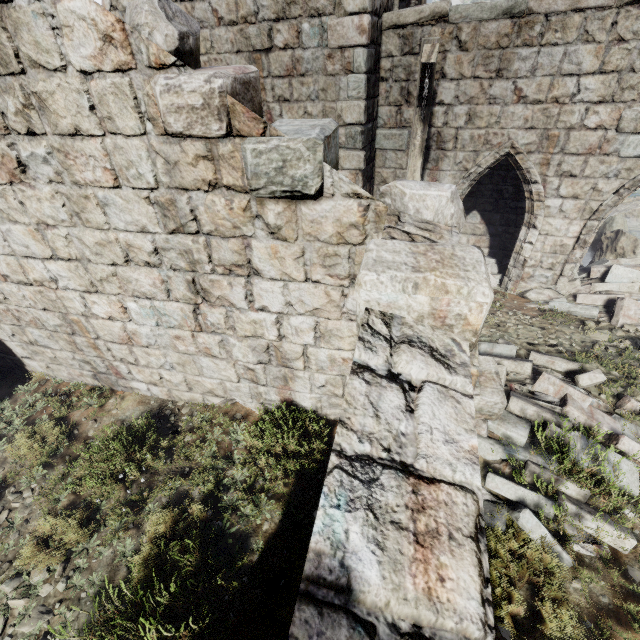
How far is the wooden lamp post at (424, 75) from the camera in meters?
4.3 m

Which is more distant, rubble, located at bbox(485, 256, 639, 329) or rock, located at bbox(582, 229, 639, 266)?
rock, located at bbox(582, 229, 639, 266)

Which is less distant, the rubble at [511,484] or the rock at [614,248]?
the rubble at [511,484]

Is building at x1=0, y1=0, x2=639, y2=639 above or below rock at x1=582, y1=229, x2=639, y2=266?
above

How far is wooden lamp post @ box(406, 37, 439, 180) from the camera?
4.3 meters

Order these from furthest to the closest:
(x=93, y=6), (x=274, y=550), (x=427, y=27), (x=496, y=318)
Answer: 1. (x=496, y=318)
2. (x=427, y=27)
3. (x=274, y=550)
4. (x=93, y=6)

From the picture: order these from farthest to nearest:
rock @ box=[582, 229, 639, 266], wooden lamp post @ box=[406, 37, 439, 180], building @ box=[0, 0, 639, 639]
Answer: rock @ box=[582, 229, 639, 266]
wooden lamp post @ box=[406, 37, 439, 180]
building @ box=[0, 0, 639, 639]

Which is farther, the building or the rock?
the rock
